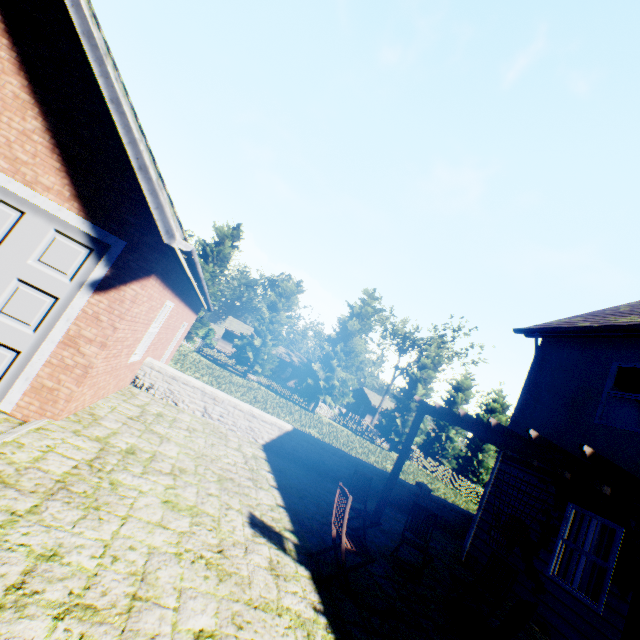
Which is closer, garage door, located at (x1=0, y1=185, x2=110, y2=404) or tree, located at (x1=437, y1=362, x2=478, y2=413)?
garage door, located at (x1=0, y1=185, x2=110, y2=404)

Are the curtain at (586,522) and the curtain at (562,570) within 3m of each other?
yes

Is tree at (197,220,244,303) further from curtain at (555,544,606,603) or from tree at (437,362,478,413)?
curtain at (555,544,606,603)

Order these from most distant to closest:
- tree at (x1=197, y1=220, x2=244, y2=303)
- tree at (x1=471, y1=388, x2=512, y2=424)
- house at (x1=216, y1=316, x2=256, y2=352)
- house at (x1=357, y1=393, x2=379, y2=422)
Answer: house at (x1=357, y1=393, x2=379, y2=422), house at (x1=216, y1=316, x2=256, y2=352), tree at (x1=471, y1=388, x2=512, y2=424), tree at (x1=197, y1=220, x2=244, y2=303)

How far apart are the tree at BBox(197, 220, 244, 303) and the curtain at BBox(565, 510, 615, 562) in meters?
27.1

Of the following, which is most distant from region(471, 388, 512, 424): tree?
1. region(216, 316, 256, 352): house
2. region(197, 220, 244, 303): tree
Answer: region(216, 316, 256, 352): house

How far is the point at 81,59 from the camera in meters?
5.2 m

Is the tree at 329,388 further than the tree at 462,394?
No
